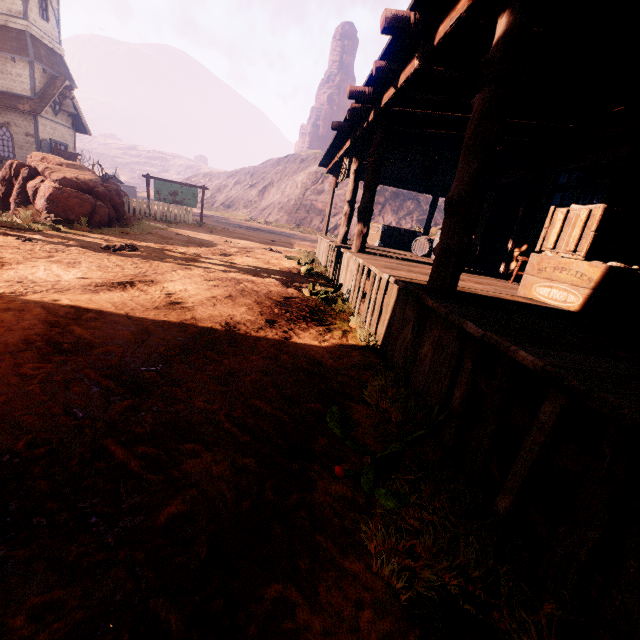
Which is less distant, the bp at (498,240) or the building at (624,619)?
the building at (624,619)

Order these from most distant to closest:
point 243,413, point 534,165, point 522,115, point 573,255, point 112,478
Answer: point 534,165, point 522,115, point 573,255, point 243,413, point 112,478

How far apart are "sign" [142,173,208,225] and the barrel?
13.8 meters

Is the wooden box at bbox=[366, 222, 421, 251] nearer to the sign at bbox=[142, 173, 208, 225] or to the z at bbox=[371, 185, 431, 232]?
the z at bbox=[371, 185, 431, 232]

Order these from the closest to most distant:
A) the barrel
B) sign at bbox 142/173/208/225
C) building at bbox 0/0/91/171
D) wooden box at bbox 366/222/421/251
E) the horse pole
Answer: the horse pole < the barrel < wooden box at bbox 366/222/421/251 < sign at bbox 142/173/208/225 < building at bbox 0/0/91/171

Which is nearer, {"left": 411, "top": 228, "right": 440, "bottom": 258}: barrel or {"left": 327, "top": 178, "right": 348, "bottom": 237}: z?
{"left": 411, "top": 228, "right": 440, "bottom": 258}: barrel

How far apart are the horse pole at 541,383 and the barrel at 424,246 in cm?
914

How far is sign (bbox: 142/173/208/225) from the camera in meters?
18.1
